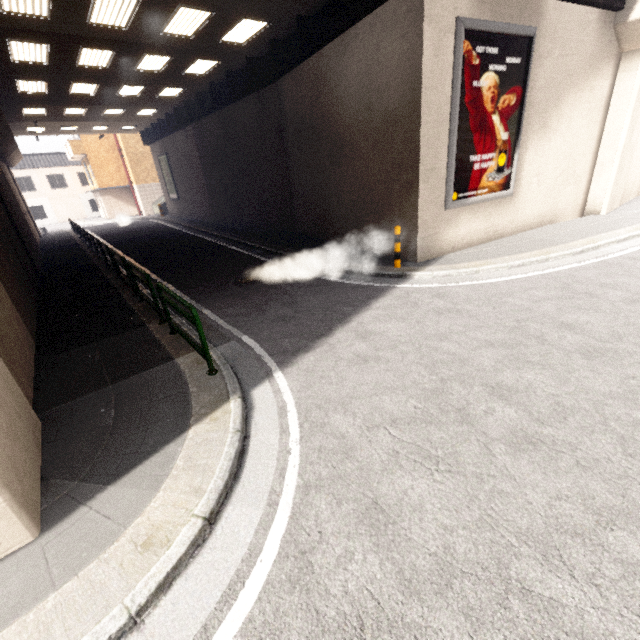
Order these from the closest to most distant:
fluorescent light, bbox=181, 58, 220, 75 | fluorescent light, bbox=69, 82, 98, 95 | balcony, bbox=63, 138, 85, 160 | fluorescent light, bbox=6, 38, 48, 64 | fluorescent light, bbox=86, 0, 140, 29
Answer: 1. fluorescent light, bbox=86, 0, 140, 29
2. fluorescent light, bbox=6, 38, 48, 64
3. fluorescent light, bbox=181, 58, 220, 75
4. fluorescent light, bbox=69, 82, 98, 95
5. balcony, bbox=63, 138, 85, 160

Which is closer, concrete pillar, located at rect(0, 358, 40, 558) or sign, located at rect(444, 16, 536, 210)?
concrete pillar, located at rect(0, 358, 40, 558)

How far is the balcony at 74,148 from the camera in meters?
30.0

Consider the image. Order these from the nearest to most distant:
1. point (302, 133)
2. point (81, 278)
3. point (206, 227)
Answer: point (81, 278)
point (302, 133)
point (206, 227)

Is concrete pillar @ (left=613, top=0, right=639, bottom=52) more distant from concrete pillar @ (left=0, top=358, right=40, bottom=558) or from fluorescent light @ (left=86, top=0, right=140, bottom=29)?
concrete pillar @ (left=0, top=358, right=40, bottom=558)

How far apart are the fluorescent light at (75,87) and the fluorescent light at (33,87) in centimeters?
85cm

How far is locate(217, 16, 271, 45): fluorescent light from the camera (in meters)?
9.92

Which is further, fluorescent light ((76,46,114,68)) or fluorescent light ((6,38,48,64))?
fluorescent light ((76,46,114,68))
